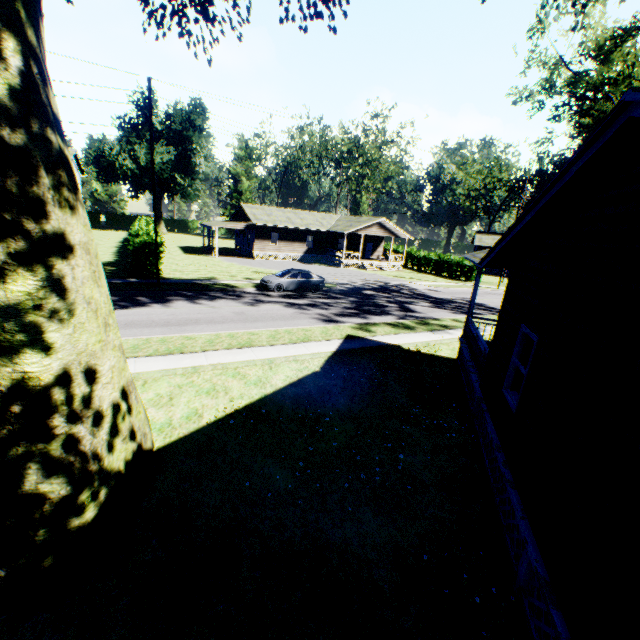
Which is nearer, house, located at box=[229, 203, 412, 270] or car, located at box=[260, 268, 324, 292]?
car, located at box=[260, 268, 324, 292]

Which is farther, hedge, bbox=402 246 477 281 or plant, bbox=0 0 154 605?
hedge, bbox=402 246 477 281

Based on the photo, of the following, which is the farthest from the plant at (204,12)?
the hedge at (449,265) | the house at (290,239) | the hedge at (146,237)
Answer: the hedge at (449,265)

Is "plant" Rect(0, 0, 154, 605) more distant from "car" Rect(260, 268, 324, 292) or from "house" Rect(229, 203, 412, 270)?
"house" Rect(229, 203, 412, 270)

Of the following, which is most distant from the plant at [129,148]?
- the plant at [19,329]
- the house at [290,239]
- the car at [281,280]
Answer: the car at [281,280]

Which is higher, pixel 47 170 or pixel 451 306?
pixel 47 170

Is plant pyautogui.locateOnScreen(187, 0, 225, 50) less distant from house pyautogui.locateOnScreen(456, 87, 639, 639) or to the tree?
house pyautogui.locateOnScreen(456, 87, 639, 639)

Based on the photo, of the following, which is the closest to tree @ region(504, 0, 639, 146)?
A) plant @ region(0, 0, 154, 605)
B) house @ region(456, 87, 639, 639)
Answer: plant @ region(0, 0, 154, 605)
